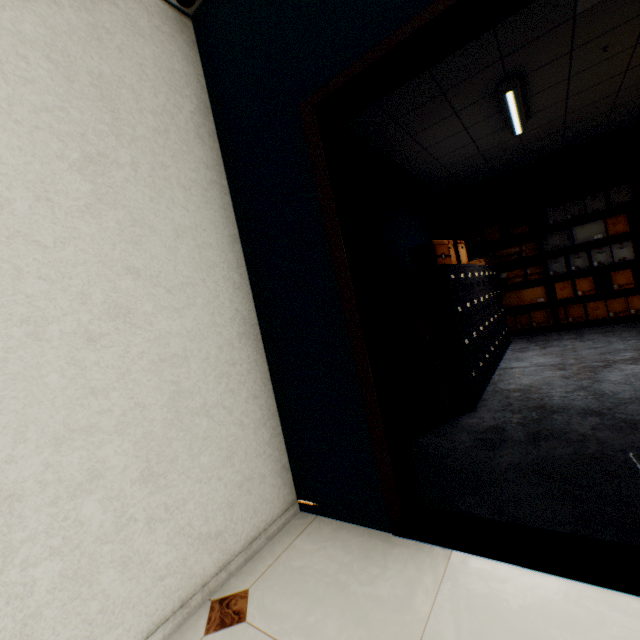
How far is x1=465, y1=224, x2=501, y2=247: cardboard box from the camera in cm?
584

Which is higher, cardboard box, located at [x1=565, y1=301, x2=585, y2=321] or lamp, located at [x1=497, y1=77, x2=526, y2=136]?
lamp, located at [x1=497, y1=77, x2=526, y2=136]

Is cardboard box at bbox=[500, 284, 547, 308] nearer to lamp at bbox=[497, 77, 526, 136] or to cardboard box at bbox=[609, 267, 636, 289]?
cardboard box at bbox=[609, 267, 636, 289]

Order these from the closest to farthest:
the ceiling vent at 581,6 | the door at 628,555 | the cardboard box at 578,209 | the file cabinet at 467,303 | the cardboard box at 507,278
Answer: the door at 628,555, the ceiling vent at 581,6, the file cabinet at 467,303, the cardboard box at 578,209, the cardboard box at 507,278

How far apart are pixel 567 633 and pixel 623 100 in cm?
569

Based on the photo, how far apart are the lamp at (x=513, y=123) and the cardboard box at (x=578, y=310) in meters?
3.0 m

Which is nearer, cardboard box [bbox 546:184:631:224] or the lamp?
the lamp

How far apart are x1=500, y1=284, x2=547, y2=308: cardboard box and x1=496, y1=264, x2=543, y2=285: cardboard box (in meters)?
0.13
